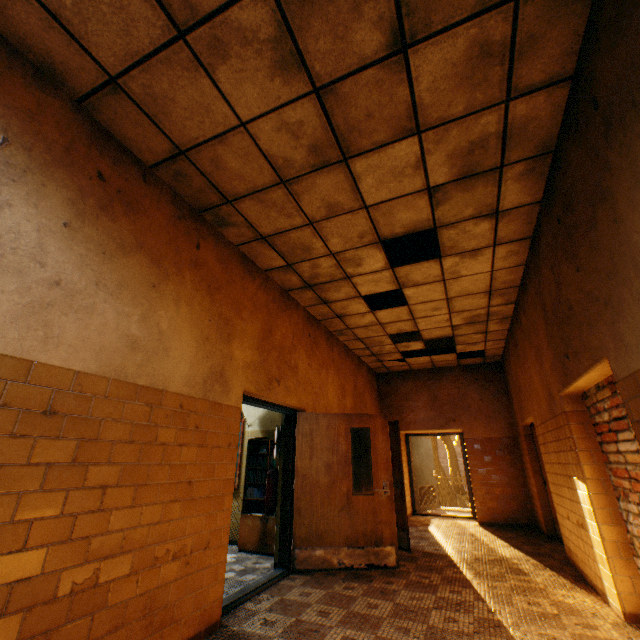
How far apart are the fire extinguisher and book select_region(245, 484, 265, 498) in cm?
53

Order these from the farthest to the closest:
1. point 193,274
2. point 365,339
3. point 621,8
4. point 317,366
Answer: point 365,339 < point 317,366 < point 193,274 < point 621,8

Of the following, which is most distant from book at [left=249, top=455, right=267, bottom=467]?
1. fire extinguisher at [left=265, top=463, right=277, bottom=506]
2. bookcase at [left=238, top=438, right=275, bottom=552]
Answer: fire extinguisher at [left=265, top=463, right=277, bottom=506]

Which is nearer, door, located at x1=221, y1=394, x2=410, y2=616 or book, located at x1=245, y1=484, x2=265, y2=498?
door, located at x1=221, y1=394, x2=410, y2=616

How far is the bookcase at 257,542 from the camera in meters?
5.3

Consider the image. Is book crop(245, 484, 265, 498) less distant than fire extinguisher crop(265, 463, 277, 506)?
No

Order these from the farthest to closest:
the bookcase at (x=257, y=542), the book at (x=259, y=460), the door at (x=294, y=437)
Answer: the book at (x=259, y=460), the bookcase at (x=257, y=542), the door at (x=294, y=437)

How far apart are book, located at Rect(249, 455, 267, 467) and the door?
0.63m
